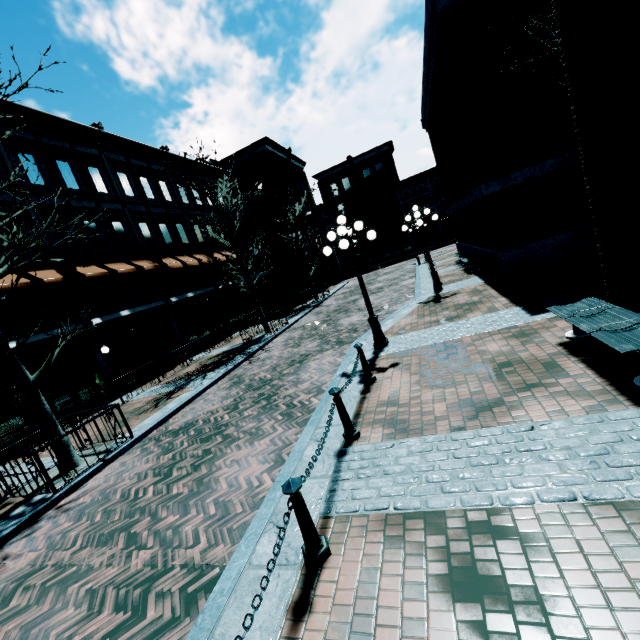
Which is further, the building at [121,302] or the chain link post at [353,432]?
the building at [121,302]

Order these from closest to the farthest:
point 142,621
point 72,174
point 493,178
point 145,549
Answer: point 142,621 < point 145,549 < point 493,178 < point 72,174

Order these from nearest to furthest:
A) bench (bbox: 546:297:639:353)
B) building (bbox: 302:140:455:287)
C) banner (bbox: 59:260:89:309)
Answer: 1. bench (bbox: 546:297:639:353)
2. banner (bbox: 59:260:89:309)
3. building (bbox: 302:140:455:287)

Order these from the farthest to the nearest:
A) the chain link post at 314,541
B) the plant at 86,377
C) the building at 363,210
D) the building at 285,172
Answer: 1. the building at 363,210
2. the building at 285,172
3. the plant at 86,377
4. the chain link post at 314,541

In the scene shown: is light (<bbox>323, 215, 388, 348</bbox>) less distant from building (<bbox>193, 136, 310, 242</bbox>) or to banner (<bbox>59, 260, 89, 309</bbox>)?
building (<bbox>193, 136, 310, 242</bbox>)

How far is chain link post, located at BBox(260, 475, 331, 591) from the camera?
2.6m

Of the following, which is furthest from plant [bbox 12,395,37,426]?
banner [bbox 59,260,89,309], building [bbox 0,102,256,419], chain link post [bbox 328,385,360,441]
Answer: chain link post [bbox 328,385,360,441]

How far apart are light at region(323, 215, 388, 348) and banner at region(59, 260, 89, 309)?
11.3m
